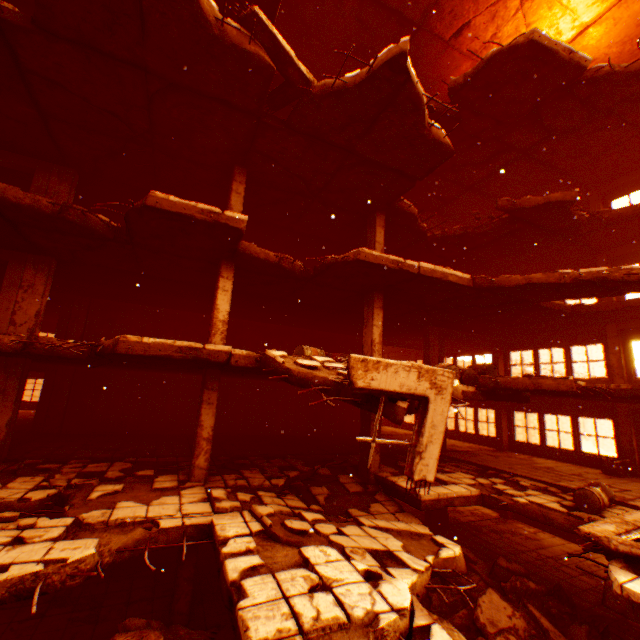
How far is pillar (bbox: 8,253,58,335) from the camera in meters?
9.0

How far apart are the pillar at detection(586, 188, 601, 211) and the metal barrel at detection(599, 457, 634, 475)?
9.1m

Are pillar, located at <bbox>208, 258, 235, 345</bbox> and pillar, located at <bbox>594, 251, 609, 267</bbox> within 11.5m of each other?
no

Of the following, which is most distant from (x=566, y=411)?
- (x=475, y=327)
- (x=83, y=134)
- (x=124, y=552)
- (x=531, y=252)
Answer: (x=83, y=134)

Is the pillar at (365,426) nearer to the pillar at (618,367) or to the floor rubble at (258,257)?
the floor rubble at (258,257)

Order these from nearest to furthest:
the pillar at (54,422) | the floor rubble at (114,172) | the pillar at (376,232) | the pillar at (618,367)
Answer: the floor rubble at (114,172) < the pillar at (376,232) < the pillar at (618,367) < the pillar at (54,422)

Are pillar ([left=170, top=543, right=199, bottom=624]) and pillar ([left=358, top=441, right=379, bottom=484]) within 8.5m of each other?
yes

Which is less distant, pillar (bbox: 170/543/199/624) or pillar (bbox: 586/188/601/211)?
pillar (bbox: 170/543/199/624)
